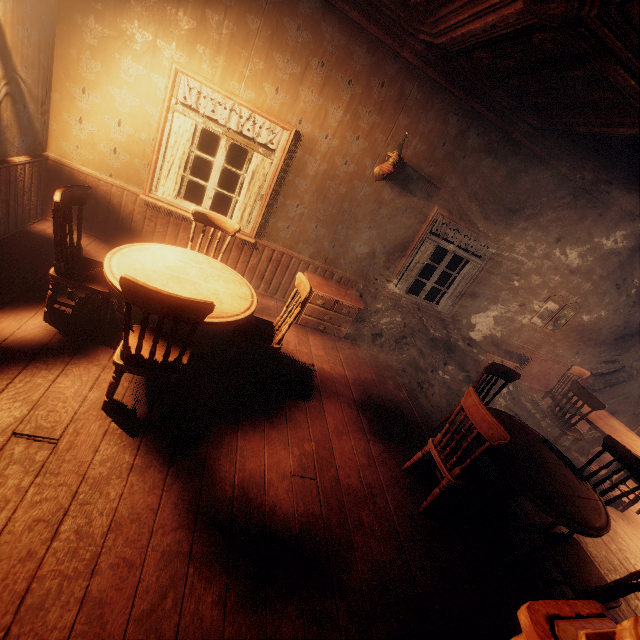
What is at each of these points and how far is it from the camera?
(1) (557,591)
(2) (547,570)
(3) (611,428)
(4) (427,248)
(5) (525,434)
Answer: (1) building, 3.04m
(2) building, 3.20m
(3) table, 5.27m
(4) curtain, 5.44m
(5) table, 3.63m

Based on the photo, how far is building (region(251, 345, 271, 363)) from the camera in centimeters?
390cm

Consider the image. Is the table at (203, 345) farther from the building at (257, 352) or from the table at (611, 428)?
the table at (611, 428)

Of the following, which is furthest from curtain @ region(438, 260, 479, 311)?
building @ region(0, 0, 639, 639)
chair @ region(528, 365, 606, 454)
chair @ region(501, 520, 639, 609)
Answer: chair @ region(501, 520, 639, 609)

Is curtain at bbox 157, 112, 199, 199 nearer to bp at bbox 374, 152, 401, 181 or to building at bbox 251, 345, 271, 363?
building at bbox 251, 345, 271, 363

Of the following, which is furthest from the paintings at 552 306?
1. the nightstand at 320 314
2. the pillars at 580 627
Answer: the pillars at 580 627

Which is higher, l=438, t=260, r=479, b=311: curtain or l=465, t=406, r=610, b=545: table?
l=438, t=260, r=479, b=311: curtain

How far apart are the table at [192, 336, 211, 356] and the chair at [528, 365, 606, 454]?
5.47m
